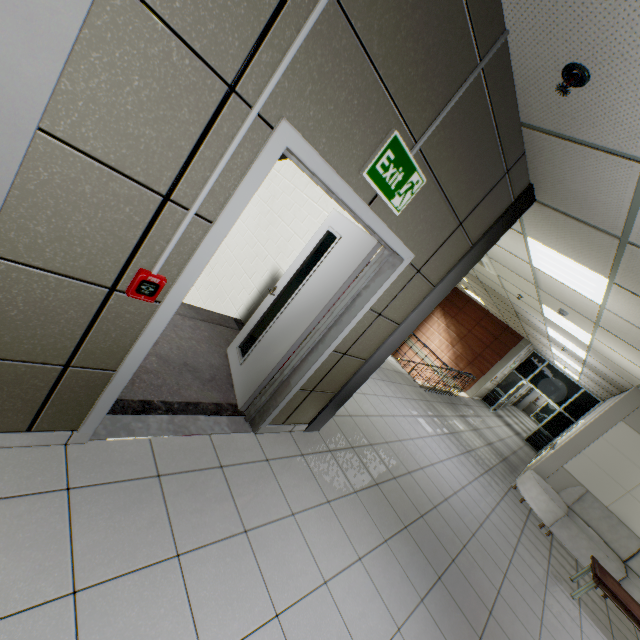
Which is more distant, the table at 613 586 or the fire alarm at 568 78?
the table at 613 586

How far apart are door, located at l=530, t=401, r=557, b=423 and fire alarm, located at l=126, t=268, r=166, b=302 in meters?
32.6 m

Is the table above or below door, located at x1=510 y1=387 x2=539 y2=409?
below

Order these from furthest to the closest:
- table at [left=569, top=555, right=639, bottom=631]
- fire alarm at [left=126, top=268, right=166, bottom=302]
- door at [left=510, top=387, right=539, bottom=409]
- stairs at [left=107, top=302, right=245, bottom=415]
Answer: door at [left=510, top=387, right=539, bottom=409] < table at [left=569, top=555, right=639, bottom=631] < stairs at [left=107, top=302, right=245, bottom=415] < fire alarm at [left=126, top=268, right=166, bottom=302]

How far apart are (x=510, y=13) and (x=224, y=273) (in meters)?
4.67

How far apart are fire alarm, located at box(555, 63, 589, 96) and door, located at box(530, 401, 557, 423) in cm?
3159

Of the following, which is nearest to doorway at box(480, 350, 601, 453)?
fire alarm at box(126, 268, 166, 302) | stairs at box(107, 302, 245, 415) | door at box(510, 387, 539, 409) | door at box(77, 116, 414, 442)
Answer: door at box(510, 387, 539, 409)

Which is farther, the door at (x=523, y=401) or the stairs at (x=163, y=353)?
the door at (x=523, y=401)
